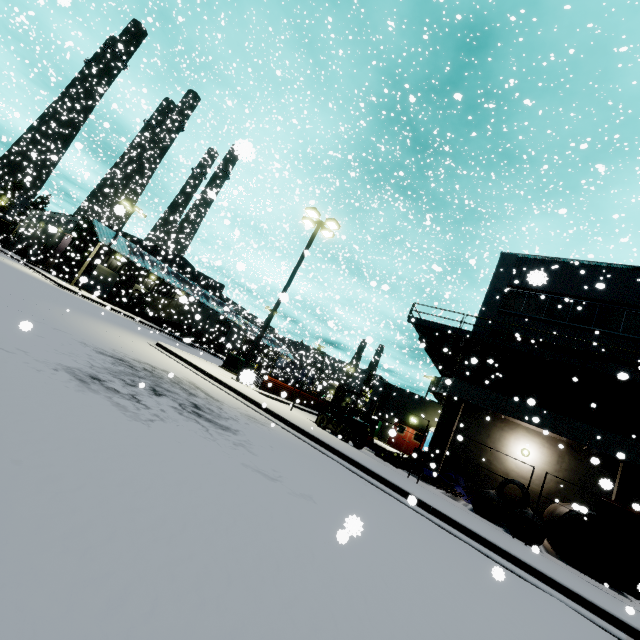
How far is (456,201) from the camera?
35.4 meters

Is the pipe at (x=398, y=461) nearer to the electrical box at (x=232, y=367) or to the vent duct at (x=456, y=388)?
the vent duct at (x=456, y=388)

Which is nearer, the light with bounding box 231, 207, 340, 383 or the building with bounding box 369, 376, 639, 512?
the building with bounding box 369, 376, 639, 512

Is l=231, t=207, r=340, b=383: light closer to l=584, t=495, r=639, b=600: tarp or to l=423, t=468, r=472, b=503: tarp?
l=423, t=468, r=472, b=503: tarp

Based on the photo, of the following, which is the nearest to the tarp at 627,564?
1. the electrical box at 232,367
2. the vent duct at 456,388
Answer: the vent duct at 456,388

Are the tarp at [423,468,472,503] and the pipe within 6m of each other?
yes

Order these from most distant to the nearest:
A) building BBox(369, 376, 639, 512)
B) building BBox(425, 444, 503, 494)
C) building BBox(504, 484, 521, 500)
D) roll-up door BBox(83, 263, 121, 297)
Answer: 1. roll-up door BBox(83, 263, 121, 297)
2. building BBox(425, 444, 503, 494)
3. building BBox(504, 484, 521, 500)
4. building BBox(369, 376, 639, 512)

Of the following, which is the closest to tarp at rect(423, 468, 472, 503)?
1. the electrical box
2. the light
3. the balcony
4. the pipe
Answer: the pipe
